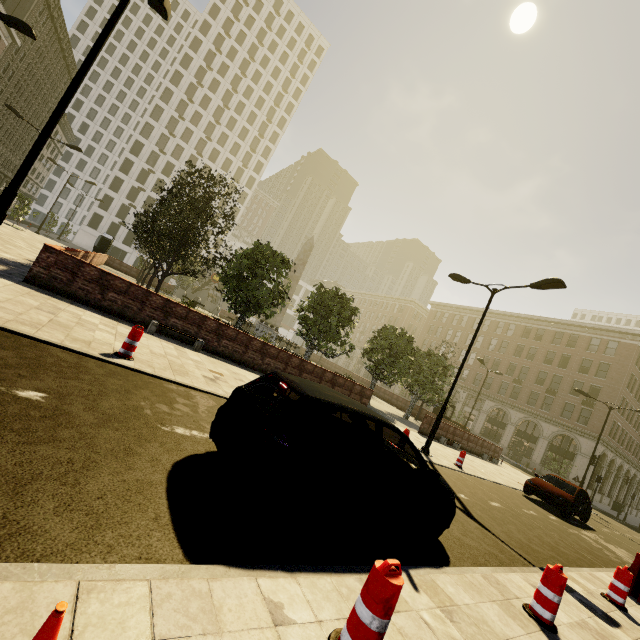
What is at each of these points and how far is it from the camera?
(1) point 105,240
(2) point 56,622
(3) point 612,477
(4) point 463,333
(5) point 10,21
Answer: (1) atm, 34.91m
(2) cone, 1.26m
(3) building, 40.53m
(4) building, 54.75m
(5) street light, 11.59m

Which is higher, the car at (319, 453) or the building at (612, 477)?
the building at (612, 477)

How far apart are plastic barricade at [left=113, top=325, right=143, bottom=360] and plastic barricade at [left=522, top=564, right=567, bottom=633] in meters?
7.6 m

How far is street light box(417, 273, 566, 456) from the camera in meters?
11.9 m

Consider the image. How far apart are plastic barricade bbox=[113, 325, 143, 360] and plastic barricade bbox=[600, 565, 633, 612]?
10.4 meters

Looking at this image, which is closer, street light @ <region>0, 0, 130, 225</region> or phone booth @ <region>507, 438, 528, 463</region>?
street light @ <region>0, 0, 130, 225</region>

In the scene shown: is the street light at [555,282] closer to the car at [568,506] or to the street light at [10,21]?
the car at [568,506]

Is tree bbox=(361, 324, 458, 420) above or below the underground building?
above
